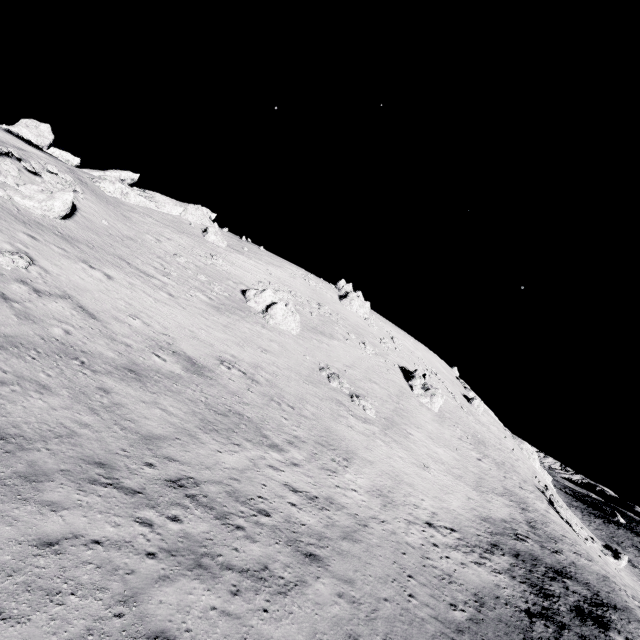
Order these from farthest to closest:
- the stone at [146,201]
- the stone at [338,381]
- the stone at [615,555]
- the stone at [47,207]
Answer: the stone at [615,555] → the stone at [146,201] → the stone at [338,381] → the stone at [47,207]

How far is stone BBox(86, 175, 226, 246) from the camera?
43.28m

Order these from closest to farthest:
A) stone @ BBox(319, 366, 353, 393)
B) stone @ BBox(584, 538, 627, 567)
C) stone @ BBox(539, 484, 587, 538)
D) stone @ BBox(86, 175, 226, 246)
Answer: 1. stone @ BBox(319, 366, 353, 393)
2. stone @ BBox(539, 484, 587, 538)
3. stone @ BBox(86, 175, 226, 246)
4. stone @ BBox(584, 538, 627, 567)

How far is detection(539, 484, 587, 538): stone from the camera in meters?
36.8 m

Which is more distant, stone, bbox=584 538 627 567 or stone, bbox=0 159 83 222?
stone, bbox=584 538 627 567

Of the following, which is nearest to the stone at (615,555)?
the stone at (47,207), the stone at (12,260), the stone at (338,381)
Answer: the stone at (338,381)

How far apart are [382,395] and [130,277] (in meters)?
27.25

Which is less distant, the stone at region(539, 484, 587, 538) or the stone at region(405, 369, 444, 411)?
the stone at region(539, 484, 587, 538)
